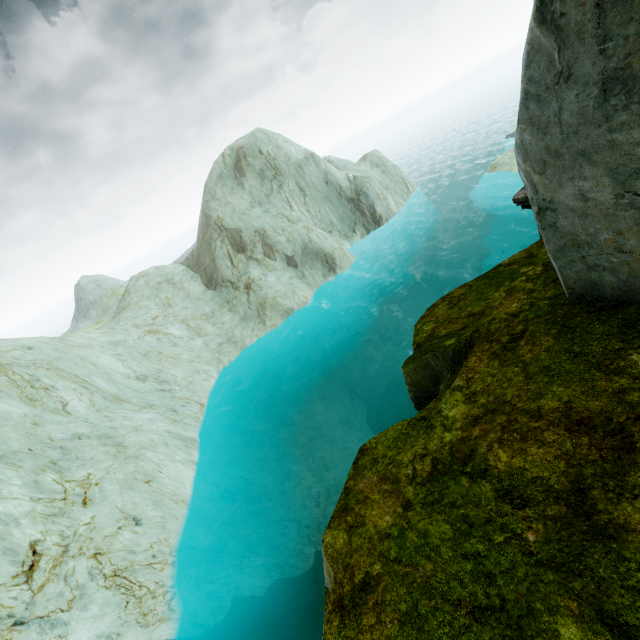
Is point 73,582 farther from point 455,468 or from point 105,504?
point 455,468
